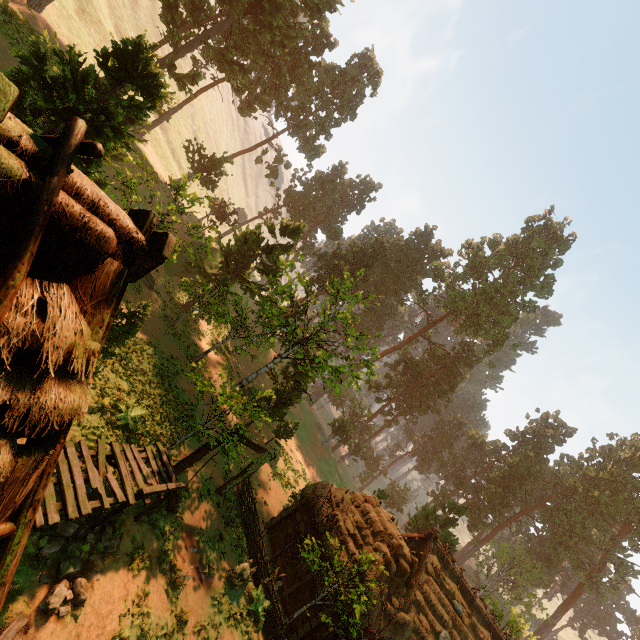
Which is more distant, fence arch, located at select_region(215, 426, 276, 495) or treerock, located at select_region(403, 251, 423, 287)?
treerock, located at select_region(403, 251, 423, 287)

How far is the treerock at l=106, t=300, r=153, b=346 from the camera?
12.4 meters

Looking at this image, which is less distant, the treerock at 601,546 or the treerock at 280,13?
the treerock at 280,13

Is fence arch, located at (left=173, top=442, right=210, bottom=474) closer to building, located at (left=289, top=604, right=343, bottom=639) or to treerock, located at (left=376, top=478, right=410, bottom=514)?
building, located at (left=289, top=604, right=343, bottom=639)

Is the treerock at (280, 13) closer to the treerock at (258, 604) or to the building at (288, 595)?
the building at (288, 595)

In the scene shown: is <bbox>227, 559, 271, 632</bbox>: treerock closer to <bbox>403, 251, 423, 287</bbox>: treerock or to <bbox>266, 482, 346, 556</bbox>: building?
<bbox>403, 251, 423, 287</bbox>: treerock

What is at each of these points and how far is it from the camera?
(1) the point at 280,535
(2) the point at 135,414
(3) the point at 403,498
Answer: (1) building, 19.1m
(2) treerock, 13.3m
(3) treerock, 57.0m

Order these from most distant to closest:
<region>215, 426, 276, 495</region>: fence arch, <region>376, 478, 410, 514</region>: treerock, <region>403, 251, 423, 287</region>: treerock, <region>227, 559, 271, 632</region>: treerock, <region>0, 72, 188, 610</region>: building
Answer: <region>403, 251, 423, 287</region>: treerock < <region>376, 478, 410, 514</region>: treerock < <region>215, 426, 276, 495</region>: fence arch < <region>227, 559, 271, 632</region>: treerock < <region>0, 72, 188, 610</region>: building
